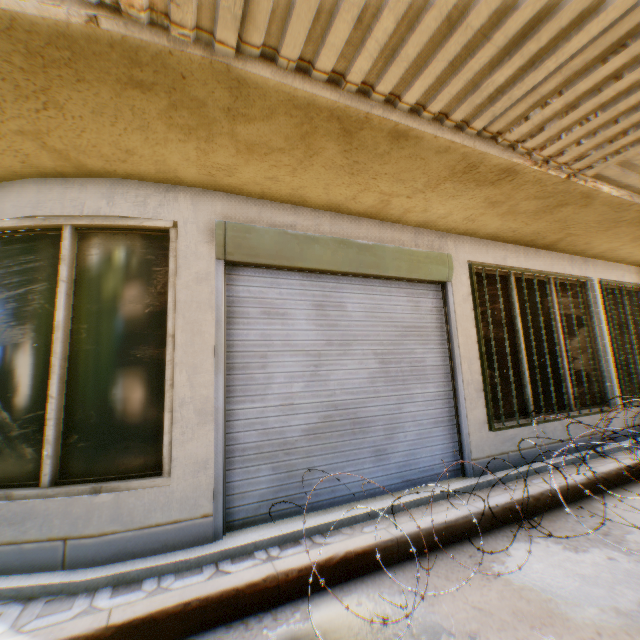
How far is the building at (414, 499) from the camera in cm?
347

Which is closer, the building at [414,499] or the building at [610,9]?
the building at [610,9]

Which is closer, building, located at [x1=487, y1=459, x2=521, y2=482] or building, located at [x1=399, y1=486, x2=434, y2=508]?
building, located at [x1=399, y1=486, x2=434, y2=508]

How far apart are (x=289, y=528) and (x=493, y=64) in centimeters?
400cm

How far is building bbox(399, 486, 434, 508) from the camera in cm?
347

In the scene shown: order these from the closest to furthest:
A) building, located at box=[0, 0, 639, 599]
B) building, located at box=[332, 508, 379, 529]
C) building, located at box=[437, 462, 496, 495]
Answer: building, located at box=[0, 0, 639, 599], building, located at box=[332, 508, 379, 529], building, located at box=[437, 462, 496, 495]
